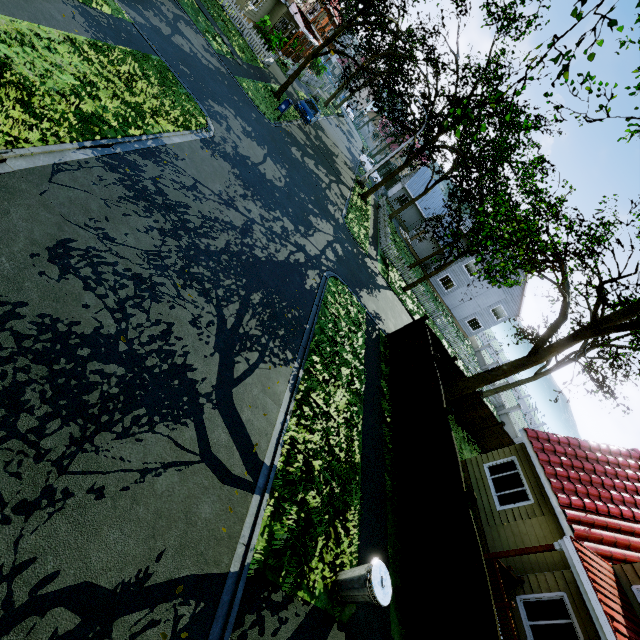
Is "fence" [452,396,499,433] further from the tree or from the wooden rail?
the wooden rail

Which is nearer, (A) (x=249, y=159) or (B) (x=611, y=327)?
(B) (x=611, y=327)

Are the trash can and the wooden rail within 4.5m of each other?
no

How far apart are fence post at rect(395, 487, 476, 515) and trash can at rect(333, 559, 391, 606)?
2.9 meters

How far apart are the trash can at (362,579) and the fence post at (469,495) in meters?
2.9 m

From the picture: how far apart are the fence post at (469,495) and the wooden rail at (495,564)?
3.0m

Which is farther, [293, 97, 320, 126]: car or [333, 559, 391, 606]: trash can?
[293, 97, 320, 126]: car

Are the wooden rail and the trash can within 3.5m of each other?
no
